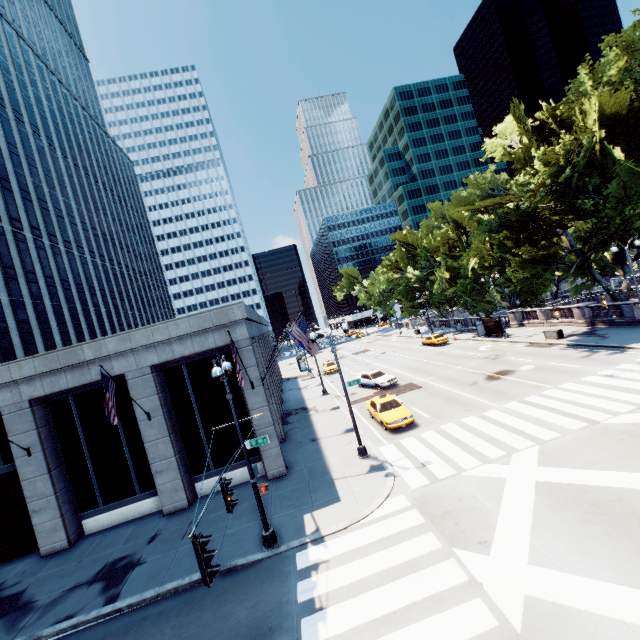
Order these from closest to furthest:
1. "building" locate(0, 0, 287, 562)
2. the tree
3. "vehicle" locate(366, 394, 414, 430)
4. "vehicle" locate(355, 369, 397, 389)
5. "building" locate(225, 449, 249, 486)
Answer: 1. "building" locate(0, 0, 287, 562)
2. "building" locate(225, 449, 249, 486)
3. "vehicle" locate(366, 394, 414, 430)
4. the tree
5. "vehicle" locate(355, 369, 397, 389)

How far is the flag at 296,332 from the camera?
18.3m

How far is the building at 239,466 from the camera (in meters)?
18.12

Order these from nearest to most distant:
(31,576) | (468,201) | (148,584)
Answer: (148,584) < (31,576) < (468,201)

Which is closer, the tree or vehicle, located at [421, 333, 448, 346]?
the tree

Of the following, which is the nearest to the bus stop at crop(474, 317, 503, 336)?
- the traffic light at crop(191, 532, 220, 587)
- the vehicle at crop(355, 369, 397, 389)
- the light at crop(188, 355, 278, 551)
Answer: the vehicle at crop(355, 369, 397, 389)

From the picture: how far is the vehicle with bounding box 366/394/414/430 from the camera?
19.4m

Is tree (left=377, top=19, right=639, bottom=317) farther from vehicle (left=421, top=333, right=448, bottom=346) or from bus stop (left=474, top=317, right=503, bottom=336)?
vehicle (left=421, top=333, right=448, bottom=346)
